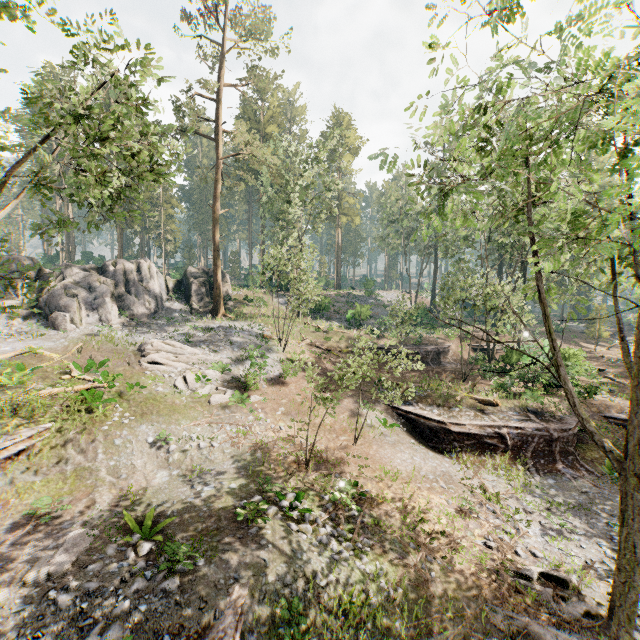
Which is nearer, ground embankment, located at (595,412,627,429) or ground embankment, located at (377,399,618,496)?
ground embankment, located at (377,399,618,496)

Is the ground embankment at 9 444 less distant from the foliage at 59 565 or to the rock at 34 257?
the foliage at 59 565

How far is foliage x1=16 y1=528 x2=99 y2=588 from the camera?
8.6m

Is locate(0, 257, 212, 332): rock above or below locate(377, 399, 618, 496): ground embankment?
above

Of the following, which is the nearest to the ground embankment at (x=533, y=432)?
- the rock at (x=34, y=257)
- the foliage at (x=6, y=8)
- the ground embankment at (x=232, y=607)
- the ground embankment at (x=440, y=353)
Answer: the ground embankment at (x=232, y=607)

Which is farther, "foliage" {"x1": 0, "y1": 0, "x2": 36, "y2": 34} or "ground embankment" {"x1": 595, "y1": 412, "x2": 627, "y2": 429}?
"ground embankment" {"x1": 595, "y1": 412, "x2": 627, "y2": 429}

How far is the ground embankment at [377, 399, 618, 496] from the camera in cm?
1788

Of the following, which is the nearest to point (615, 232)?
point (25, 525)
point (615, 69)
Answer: point (615, 69)
